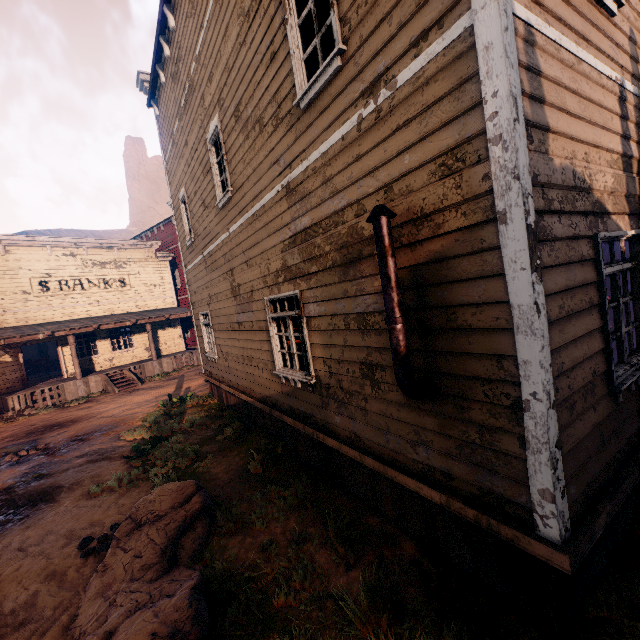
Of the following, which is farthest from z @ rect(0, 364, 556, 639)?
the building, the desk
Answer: the desk

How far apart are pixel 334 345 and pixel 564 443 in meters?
2.8 m

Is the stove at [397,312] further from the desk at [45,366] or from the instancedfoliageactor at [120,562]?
the desk at [45,366]

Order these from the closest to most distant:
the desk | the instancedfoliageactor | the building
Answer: the building
the instancedfoliageactor
the desk

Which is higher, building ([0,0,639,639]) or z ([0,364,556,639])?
building ([0,0,639,639])

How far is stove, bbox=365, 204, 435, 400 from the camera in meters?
2.9 m

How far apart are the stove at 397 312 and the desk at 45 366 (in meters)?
28.82

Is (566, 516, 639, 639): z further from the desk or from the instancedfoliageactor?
the desk
